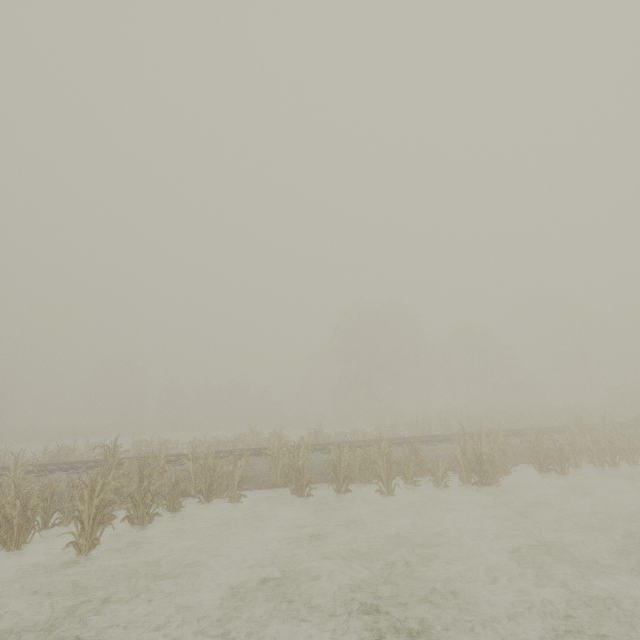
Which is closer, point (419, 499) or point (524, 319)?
point (419, 499)
